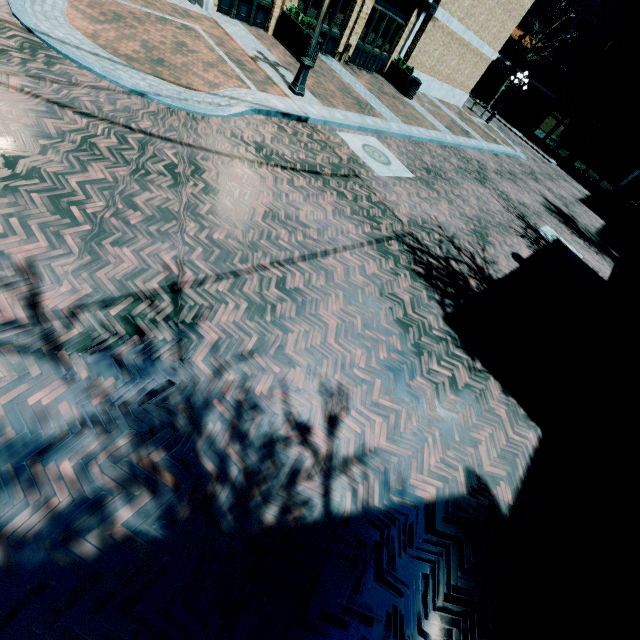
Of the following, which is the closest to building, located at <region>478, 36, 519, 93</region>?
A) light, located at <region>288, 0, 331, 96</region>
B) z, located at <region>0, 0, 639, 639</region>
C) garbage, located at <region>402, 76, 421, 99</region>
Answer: z, located at <region>0, 0, 639, 639</region>

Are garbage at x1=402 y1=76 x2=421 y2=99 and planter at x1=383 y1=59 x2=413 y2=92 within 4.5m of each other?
yes

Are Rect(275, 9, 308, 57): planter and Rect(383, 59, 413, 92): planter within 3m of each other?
no

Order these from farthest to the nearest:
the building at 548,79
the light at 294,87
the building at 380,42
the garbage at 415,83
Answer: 1. the building at 548,79
2. the garbage at 415,83
3. the building at 380,42
4. the light at 294,87

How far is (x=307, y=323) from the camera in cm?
455

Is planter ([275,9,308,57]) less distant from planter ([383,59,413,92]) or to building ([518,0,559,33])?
building ([518,0,559,33])

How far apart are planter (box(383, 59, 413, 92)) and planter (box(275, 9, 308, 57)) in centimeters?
690cm

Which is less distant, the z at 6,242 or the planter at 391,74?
the z at 6,242
